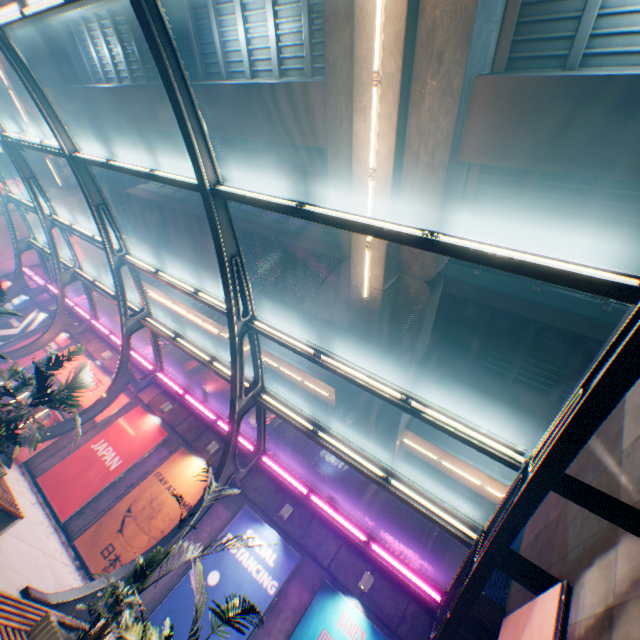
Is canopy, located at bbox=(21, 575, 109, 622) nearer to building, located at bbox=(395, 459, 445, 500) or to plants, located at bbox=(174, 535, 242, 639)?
plants, located at bbox=(174, 535, 242, 639)

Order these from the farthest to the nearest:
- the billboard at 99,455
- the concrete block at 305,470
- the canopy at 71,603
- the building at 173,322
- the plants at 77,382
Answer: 1. the building at 173,322
2. the billboard at 99,455
3. the concrete block at 305,470
4. the plants at 77,382
5. the canopy at 71,603

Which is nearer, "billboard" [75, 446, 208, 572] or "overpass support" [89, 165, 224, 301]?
"billboard" [75, 446, 208, 572]

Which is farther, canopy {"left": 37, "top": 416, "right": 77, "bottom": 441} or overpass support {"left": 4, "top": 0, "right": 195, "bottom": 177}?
overpass support {"left": 4, "top": 0, "right": 195, "bottom": 177}

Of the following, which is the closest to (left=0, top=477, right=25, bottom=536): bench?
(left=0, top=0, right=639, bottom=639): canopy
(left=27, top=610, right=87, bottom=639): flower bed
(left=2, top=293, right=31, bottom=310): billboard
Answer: (left=0, top=0, right=639, bottom=639): canopy

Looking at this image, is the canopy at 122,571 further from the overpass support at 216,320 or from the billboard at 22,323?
the overpass support at 216,320

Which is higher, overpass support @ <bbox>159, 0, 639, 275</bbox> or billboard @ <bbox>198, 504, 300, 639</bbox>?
overpass support @ <bbox>159, 0, 639, 275</bbox>

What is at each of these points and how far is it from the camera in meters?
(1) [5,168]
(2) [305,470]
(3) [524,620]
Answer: (1) overpass support, 49.4 m
(2) concrete block, 12.6 m
(3) billboard, 5.0 m
